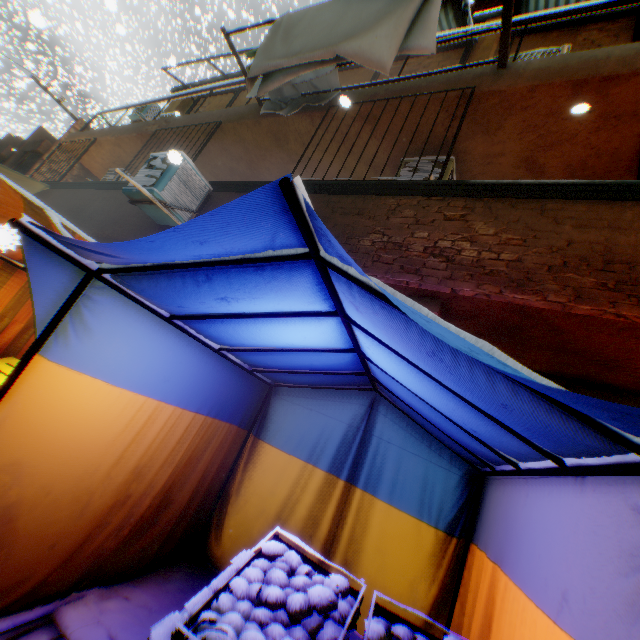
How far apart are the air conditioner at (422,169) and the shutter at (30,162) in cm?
1357

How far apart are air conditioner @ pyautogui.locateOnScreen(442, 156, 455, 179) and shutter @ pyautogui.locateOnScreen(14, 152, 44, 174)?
13.6 meters

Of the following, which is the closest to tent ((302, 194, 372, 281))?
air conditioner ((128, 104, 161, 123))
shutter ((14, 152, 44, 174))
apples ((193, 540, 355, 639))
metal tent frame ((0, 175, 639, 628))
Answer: metal tent frame ((0, 175, 639, 628))

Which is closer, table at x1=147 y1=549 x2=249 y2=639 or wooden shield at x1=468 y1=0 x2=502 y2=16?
table at x1=147 y1=549 x2=249 y2=639

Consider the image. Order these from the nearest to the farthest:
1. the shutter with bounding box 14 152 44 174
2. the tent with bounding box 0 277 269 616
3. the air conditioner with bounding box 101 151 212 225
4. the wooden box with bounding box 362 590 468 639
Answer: the wooden box with bounding box 362 590 468 639, the tent with bounding box 0 277 269 616, the air conditioner with bounding box 101 151 212 225, the shutter with bounding box 14 152 44 174

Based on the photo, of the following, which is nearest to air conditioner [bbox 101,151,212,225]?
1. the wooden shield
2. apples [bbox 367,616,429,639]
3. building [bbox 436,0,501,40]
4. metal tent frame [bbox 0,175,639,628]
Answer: building [bbox 436,0,501,40]

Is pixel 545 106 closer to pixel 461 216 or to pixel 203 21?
pixel 461 216

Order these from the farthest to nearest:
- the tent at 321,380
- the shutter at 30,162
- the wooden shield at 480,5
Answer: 1. the shutter at 30,162
2. the wooden shield at 480,5
3. the tent at 321,380
